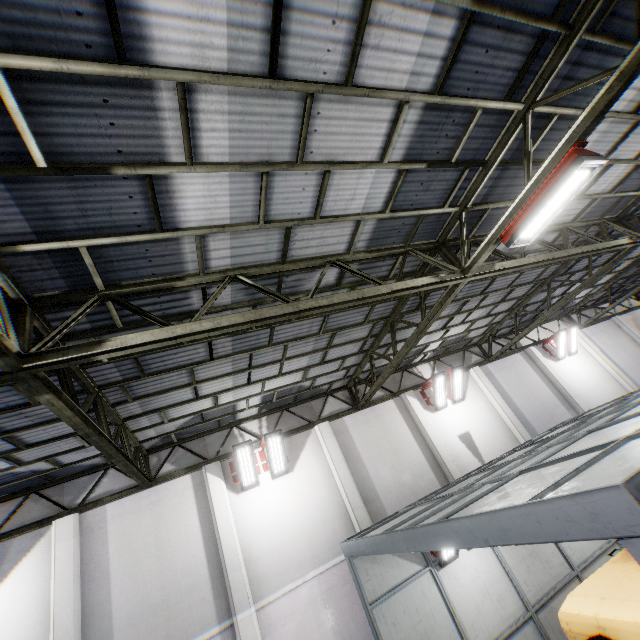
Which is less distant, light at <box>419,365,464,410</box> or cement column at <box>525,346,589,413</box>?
light at <box>419,365,464,410</box>

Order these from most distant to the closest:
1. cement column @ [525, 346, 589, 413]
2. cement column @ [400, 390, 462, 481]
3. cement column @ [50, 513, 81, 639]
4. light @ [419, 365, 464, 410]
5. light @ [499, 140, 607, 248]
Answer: cement column @ [525, 346, 589, 413]
light @ [419, 365, 464, 410]
cement column @ [400, 390, 462, 481]
cement column @ [50, 513, 81, 639]
light @ [499, 140, 607, 248]

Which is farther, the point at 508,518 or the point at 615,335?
the point at 615,335

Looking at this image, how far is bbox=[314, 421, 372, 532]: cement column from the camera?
10.3 meters

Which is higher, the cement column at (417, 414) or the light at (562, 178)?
the light at (562, 178)

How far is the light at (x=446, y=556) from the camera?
8.3m

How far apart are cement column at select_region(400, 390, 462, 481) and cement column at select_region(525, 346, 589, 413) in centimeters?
748cm

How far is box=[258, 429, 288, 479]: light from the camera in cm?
1030
